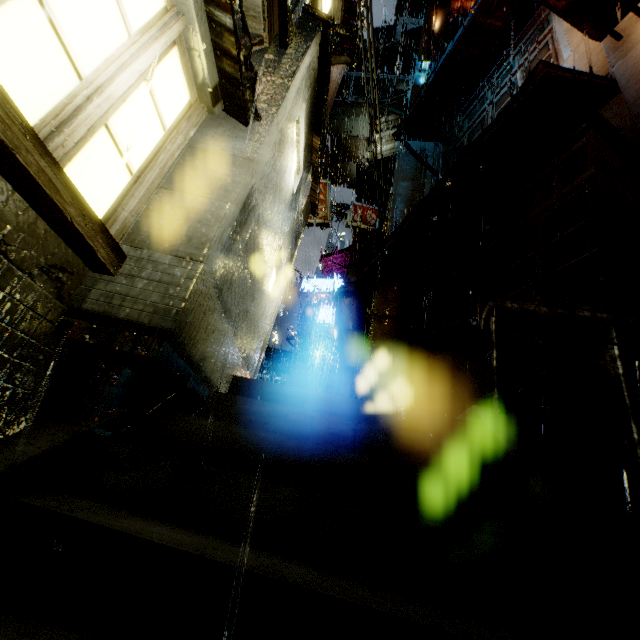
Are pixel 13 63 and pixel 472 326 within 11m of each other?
yes

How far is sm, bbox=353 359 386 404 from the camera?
8.3m

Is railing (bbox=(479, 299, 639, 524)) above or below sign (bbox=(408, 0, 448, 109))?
below

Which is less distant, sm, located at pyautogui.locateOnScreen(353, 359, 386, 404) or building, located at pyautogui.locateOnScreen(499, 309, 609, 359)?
building, located at pyautogui.locateOnScreen(499, 309, 609, 359)

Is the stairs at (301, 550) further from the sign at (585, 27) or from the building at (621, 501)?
the sign at (585, 27)

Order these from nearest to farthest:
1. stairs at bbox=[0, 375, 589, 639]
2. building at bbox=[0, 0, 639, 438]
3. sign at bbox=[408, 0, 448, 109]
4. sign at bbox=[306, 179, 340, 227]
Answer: stairs at bbox=[0, 375, 589, 639] → building at bbox=[0, 0, 639, 438] → sign at bbox=[408, 0, 448, 109] → sign at bbox=[306, 179, 340, 227]

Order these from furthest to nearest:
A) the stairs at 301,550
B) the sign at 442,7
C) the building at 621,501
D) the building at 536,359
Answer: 1. the sign at 442,7
2. the building at 536,359
3. the building at 621,501
4. the stairs at 301,550

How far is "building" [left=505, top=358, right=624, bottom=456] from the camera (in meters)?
5.03
